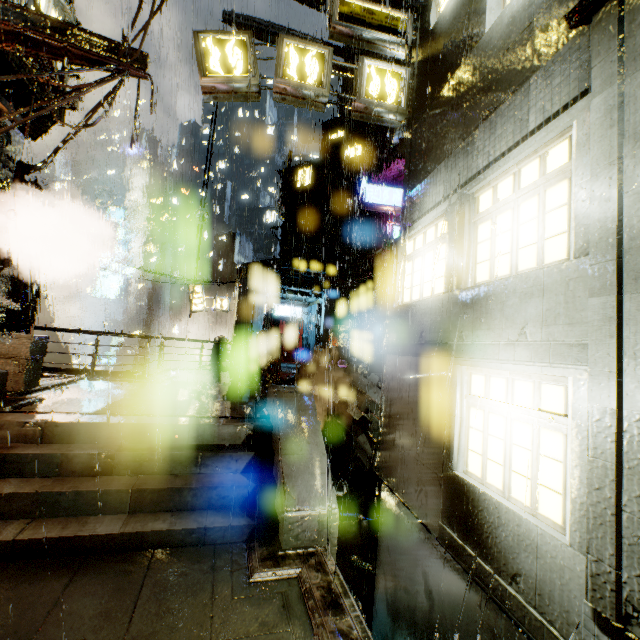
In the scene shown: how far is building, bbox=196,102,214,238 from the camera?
24.0m

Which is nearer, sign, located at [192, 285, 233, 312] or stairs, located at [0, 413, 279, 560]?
stairs, located at [0, 413, 279, 560]

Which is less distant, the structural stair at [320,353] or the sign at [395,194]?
the structural stair at [320,353]

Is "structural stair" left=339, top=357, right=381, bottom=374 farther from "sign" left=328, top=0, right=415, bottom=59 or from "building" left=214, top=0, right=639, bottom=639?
"sign" left=328, top=0, right=415, bottom=59

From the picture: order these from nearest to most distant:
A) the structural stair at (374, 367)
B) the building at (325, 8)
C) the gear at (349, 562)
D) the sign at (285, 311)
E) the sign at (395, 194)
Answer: the gear at (349, 562) → the structural stair at (374, 367) → the building at (325, 8) → the sign at (395, 194) → the sign at (285, 311)

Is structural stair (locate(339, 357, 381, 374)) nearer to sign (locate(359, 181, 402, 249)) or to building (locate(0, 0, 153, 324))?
building (locate(0, 0, 153, 324))

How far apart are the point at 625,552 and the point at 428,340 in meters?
4.0

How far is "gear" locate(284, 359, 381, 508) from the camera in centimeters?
1056cm
